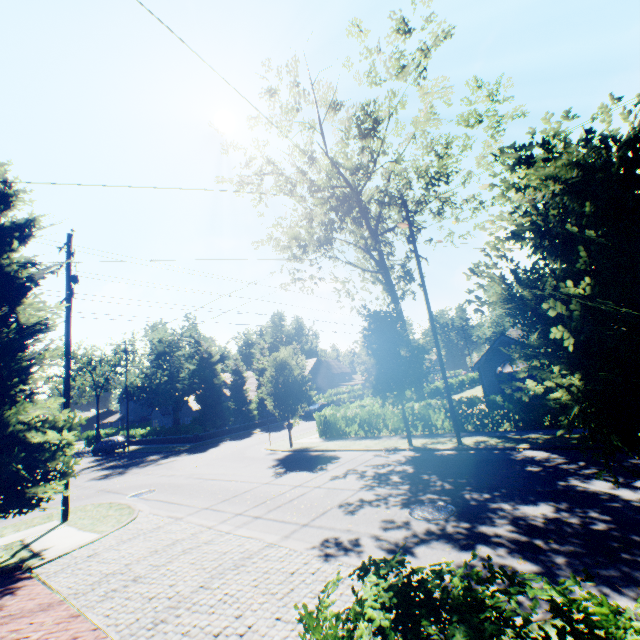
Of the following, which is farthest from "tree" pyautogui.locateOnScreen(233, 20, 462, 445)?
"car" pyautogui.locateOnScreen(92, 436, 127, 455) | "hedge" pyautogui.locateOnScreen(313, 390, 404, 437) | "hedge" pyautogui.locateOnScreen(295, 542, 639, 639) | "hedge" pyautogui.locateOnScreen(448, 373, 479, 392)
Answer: "hedge" pyautogui.locateOnScreen(313, 390, 404, 437)

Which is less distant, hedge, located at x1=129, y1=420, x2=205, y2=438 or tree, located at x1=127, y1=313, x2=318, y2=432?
tree, located at x1=127, y1=313, x2=318, y2=432

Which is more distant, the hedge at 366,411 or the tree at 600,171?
the hedge at 366,411

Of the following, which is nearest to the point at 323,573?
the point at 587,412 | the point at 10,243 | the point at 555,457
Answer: the point at 587,412

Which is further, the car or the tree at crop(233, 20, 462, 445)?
the car

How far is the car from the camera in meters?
34.3

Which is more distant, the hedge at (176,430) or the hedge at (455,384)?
the hedge at (455,384)

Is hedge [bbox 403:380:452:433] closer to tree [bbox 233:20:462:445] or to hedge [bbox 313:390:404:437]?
tree [bbox 233:20:462:445]
